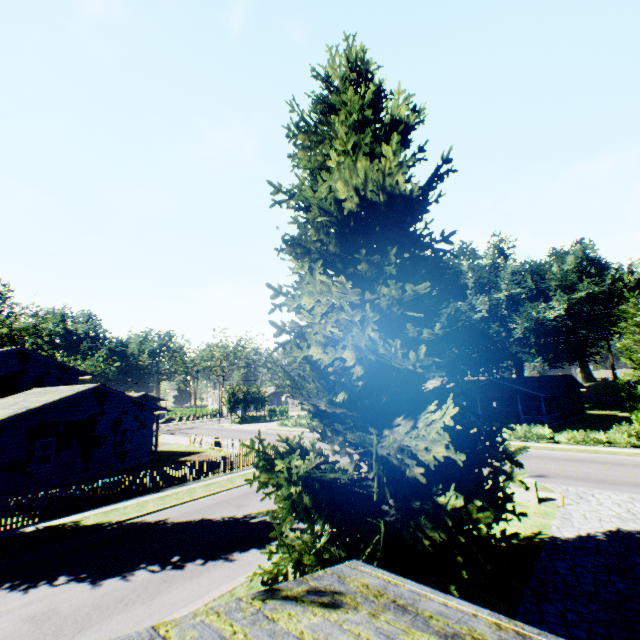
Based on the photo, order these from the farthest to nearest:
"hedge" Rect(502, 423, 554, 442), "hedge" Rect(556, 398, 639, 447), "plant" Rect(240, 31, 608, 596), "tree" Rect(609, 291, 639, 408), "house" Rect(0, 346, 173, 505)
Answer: "tree" Rect(609, 291, 639, 408), "hedge" Rect(502, 423, 554, 442), "hedge" Rect(556, 398, 639, 447), "house" Rect(0, 346, 173, 505), "plant" Rect(240, 31, 608, 596)

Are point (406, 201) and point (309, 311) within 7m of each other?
yes

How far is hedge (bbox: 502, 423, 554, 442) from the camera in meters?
27.5

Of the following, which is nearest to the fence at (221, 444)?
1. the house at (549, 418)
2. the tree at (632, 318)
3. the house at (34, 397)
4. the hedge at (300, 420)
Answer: the house at (34, 397)

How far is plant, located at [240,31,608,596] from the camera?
6.66m

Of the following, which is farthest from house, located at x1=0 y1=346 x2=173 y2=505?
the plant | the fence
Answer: the fence

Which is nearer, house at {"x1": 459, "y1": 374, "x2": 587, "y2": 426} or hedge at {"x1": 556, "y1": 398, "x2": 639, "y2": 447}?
hedge at {"x1": 556, "y1": 398, "x2": 639, "y2": 447}

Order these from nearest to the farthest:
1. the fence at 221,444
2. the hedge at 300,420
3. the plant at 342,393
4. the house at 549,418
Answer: the plant at 342,393 → the fence at 221,444 → the house at 549,418 → the hedge at 300,420
